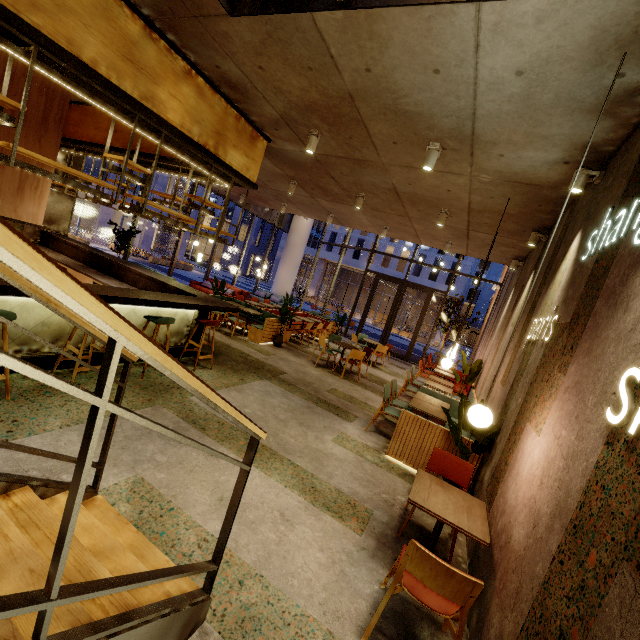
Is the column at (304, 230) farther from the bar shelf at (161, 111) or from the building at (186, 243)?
the building at (186, 243)

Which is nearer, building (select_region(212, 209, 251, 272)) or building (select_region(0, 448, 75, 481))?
building (select_region(0, 448, 75, 481))

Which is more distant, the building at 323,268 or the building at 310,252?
the building at 310,252

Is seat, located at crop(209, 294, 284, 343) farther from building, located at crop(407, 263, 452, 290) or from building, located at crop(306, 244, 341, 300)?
building, located at crop(306, 244, 341, 300)

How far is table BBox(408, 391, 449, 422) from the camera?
5.3m

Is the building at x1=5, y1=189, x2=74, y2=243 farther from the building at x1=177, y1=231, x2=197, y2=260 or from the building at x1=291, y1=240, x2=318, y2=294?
the building at x1=291, y1=240, x2=318, y2=294

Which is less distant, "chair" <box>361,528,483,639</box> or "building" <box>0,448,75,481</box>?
"chair" <box>361,528,483,639</box>

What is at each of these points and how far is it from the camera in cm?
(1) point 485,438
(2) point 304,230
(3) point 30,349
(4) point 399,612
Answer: (1) tree, 401
(2) column, 1838
(3) bar counter, 412
(4) building, 249
